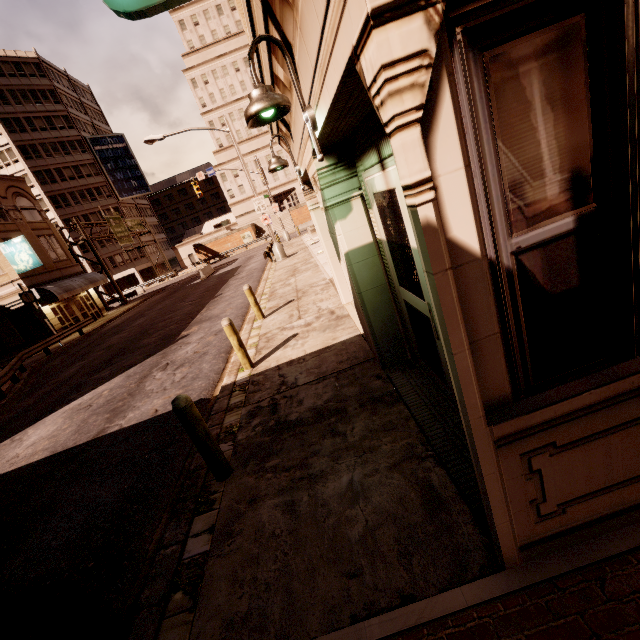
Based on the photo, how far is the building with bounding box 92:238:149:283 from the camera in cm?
5481

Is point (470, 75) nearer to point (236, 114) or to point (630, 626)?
point (630, 626)

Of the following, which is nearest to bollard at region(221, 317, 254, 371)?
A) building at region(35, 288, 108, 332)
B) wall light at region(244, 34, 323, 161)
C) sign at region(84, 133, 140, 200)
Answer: wall light at region(244, 34, 323, 161)

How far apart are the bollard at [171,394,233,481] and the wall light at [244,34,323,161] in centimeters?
296cm

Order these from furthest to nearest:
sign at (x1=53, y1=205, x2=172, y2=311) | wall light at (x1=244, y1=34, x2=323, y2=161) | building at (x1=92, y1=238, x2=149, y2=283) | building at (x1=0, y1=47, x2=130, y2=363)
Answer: building at (x1=92, y1=238, x2=149, y2=283) → sign at (x1=53, y1=205, x2=172, y2=311) → building at (x1=0, y1=47, x2=130, y2=363) → wall light at (x1=244, y1=34, x2=323, y2=161)

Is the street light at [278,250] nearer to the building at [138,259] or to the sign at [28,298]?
the sign at [28,298]

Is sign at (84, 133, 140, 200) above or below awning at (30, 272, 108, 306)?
above

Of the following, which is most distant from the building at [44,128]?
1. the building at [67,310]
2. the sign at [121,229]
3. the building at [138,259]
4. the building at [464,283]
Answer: the building at [464,283]
